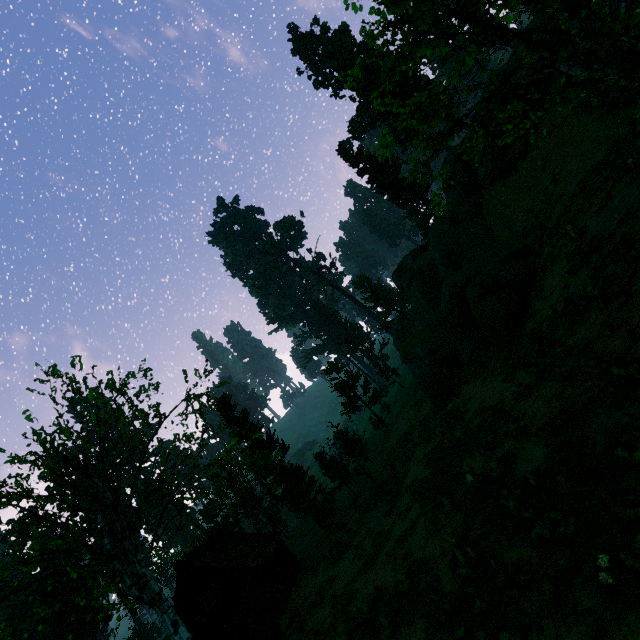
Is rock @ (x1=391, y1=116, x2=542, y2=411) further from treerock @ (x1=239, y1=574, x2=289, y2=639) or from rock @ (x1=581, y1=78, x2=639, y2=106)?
treerock @ (x1=239, y1=574, x2=289, y2=639)

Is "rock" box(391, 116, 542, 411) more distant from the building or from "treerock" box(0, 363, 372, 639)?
the building

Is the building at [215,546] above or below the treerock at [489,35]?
below

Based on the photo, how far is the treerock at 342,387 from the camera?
41.0 meters

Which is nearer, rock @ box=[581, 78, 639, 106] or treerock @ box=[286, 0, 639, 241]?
treerock @ box=[286, 0, 639, 241]

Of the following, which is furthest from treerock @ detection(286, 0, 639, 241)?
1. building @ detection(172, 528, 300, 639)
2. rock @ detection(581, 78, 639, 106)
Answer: rock @ detection(581, 78, 639, 106)

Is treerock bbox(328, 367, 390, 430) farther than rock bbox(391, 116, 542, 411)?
Yes

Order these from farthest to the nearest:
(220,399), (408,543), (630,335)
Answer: (220,399) < (408,543) < (630,335)
